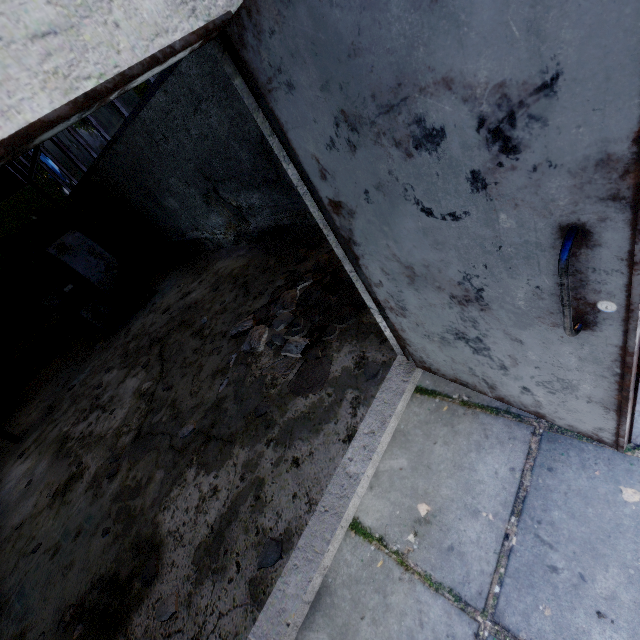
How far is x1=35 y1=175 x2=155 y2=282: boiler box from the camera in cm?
691

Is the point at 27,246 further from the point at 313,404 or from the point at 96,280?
the point at 313,404

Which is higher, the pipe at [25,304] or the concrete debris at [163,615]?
the pipe at [25,304]

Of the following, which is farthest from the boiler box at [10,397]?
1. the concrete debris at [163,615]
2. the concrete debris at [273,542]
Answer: the concrete debris at [273,542]

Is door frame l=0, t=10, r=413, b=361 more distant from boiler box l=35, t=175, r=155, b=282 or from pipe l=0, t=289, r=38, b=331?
boiler box l=35, t=175, r=155, b=282

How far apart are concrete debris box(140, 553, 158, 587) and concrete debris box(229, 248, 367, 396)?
1.6m

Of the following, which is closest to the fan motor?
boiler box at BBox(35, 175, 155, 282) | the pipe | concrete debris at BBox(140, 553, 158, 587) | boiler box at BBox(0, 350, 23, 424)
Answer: boiler box at BBox(35, 175, 155, 282)

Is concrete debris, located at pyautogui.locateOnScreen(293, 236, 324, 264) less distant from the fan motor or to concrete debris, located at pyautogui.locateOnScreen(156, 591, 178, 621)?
concrete debris, located at pyautogui.locateOnScreen(156, 591, 178, 621)
